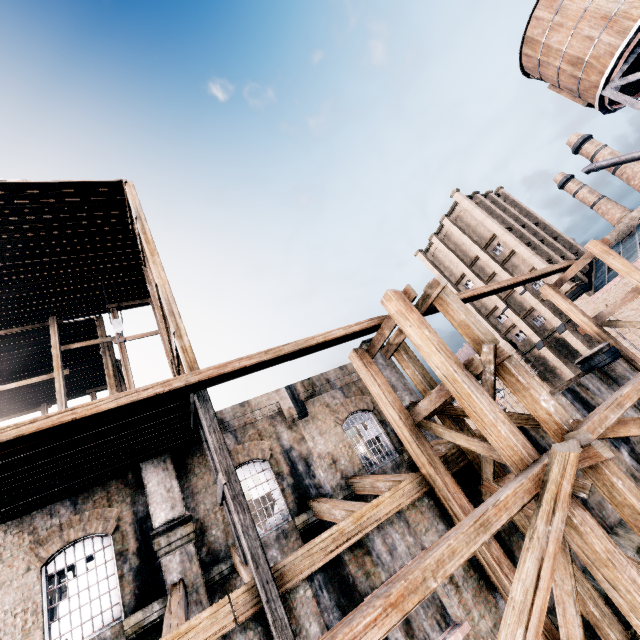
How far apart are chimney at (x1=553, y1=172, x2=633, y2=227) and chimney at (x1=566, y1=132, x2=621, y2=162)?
2.6m

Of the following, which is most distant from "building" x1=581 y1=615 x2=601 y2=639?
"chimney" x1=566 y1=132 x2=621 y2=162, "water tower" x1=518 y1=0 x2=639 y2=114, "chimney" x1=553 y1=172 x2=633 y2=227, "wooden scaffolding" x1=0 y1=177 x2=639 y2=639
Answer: "chimney" x1=553 y1=172 x2=633 y2=227

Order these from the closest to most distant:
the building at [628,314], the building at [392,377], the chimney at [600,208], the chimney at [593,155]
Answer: the building at [392,377], the building at [628,314], the chimney at [593,155], the chimney at [600,208]

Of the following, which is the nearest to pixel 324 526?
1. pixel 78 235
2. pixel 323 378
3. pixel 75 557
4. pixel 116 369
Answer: pixel 323 378

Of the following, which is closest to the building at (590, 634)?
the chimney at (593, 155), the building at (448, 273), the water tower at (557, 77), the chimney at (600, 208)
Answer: the water tower at (557, 77)

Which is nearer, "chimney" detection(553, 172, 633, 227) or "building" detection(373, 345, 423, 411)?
"building" detection(373, 345, 423, 411)

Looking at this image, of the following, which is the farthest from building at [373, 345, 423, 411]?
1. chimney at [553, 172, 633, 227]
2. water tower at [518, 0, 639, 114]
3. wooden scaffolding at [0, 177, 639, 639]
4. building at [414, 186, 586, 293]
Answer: chimney at [553, 172, 633, 227]
